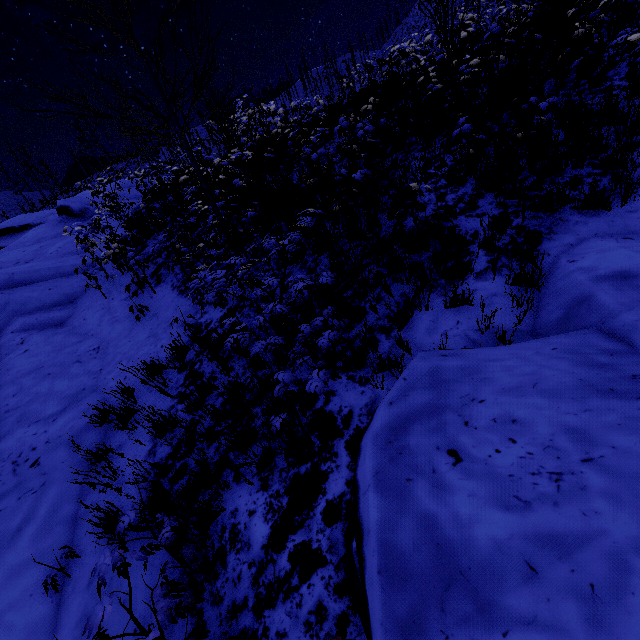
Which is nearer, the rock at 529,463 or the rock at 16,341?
the rock at 529,463

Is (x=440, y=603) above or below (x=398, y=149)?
below

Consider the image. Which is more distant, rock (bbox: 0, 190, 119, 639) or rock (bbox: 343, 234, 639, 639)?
rock (bbox: 0, 190, 119, 639)
